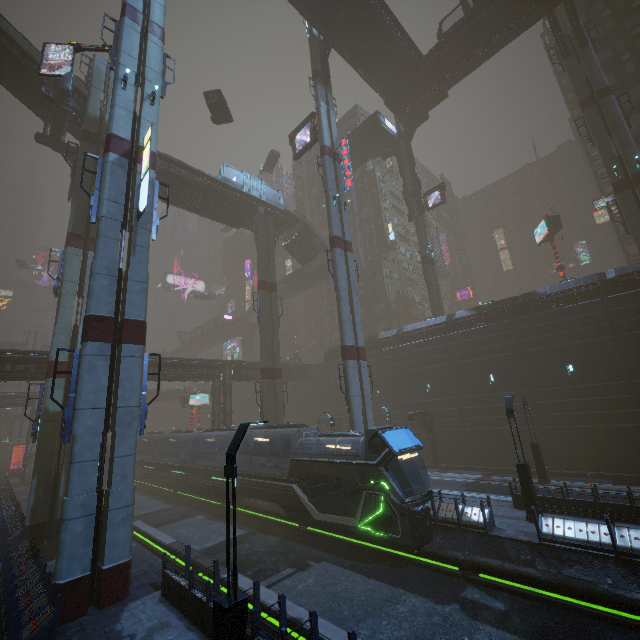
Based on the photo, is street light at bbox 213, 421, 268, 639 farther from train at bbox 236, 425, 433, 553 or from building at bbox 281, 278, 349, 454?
train at bbox 236, 425, 433, 553

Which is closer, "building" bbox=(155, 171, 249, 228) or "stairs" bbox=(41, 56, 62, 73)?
"stairs" bbox=(41, 56, 62, 73)

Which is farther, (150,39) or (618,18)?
(618,18)

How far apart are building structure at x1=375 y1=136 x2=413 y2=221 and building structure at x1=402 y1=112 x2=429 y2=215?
0.58m

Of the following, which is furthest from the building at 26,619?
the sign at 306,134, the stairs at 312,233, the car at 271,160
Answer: the sign at 306,134

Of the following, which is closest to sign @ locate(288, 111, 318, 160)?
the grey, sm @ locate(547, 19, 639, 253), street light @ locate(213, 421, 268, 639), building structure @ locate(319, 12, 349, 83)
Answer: sm @ locate(547, 19, 639, 253)

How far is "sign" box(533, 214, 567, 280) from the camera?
34.6m

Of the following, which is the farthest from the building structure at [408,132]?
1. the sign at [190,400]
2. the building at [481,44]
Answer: the sign at [190,400]
